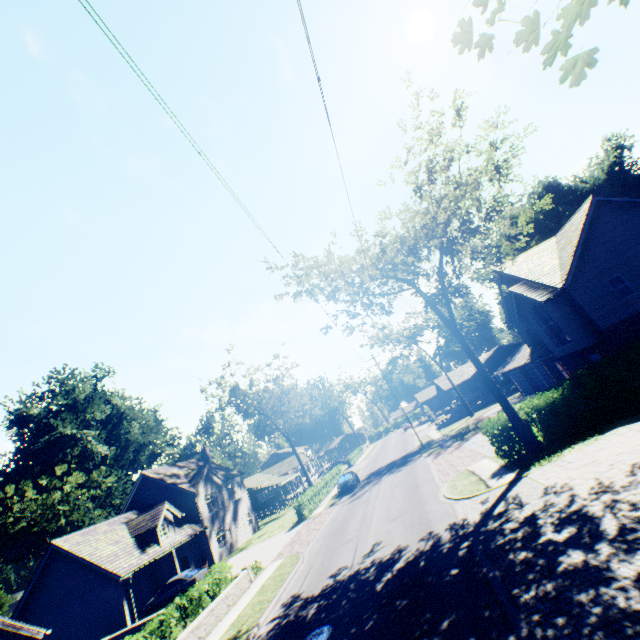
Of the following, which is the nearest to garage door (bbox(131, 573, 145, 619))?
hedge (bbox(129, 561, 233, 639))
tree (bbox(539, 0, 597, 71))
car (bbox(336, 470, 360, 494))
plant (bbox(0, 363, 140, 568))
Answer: hedge (bbox(129, 561, 233, 639))

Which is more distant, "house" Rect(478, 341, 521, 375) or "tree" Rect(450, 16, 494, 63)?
"house" Rect(478, 341, 521, 375)

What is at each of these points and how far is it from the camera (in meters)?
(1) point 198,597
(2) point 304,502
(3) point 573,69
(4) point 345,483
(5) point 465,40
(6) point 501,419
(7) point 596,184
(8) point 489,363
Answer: (1) hedge, 15.70
(2) hedge, 30.75
(3) tree, 2.62
(4) car, 33.06
(5) tree, 3.18
(6) hedge, 16.94
(7) plant, 47.16
(8) house, 50.09

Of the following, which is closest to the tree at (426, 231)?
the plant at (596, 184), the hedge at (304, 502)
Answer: the plant at (596, 184)

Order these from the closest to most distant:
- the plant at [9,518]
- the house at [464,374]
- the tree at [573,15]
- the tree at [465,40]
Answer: the tree at [573,15], the tree at [465,40], the plant at [9,518], the house at [464,374]

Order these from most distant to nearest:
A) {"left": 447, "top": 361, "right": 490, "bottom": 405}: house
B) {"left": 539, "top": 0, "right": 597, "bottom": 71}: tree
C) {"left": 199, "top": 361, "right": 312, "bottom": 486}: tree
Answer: {"left": 447, "top": 361, "right": 490, "bottom": 405}: house, {"left": 199, "top": 361, "right": 312, "bottom": 486}: tree, {"left": 539, "top": 0, "right": 597, "bottom": 71}: tree

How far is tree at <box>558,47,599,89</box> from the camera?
2.5 meters
